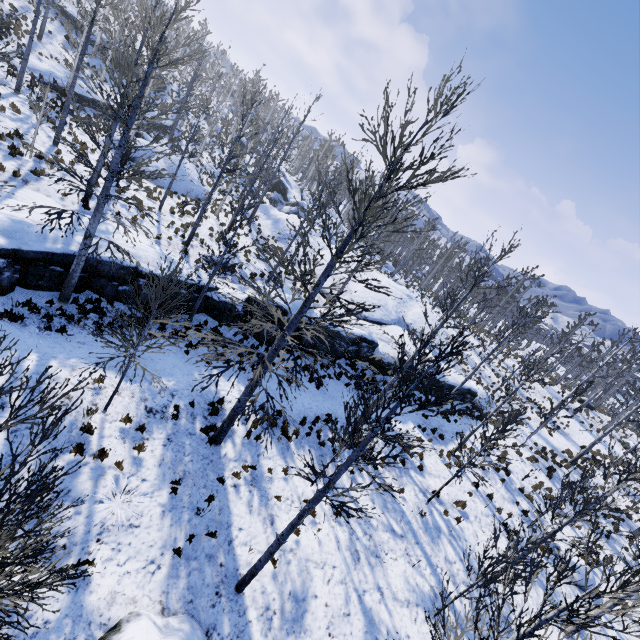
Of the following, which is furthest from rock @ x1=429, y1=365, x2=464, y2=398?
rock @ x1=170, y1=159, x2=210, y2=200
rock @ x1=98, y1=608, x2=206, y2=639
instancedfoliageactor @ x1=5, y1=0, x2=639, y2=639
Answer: rock @ x1=98, y1=608, x2=206, y2=639

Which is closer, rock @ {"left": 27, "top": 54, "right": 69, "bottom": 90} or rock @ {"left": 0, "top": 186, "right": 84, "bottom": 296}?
rock @ {"left": 0, "top": 186, "right": 84, "bottom": 296}

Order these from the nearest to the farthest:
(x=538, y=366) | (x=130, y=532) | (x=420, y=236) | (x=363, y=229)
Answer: (x=363, y=229) < (x=130, y=532) < (x=538, y=366) < (x=420, y=236)

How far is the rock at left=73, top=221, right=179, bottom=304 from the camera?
12.0m

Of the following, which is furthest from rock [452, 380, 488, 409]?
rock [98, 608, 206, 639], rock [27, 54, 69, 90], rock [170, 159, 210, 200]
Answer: rock [27, 54, 69, 90]

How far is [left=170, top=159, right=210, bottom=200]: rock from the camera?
25.6m

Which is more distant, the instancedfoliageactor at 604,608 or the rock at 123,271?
the rock at 123,271

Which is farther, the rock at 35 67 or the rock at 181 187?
the rock at 181 187
